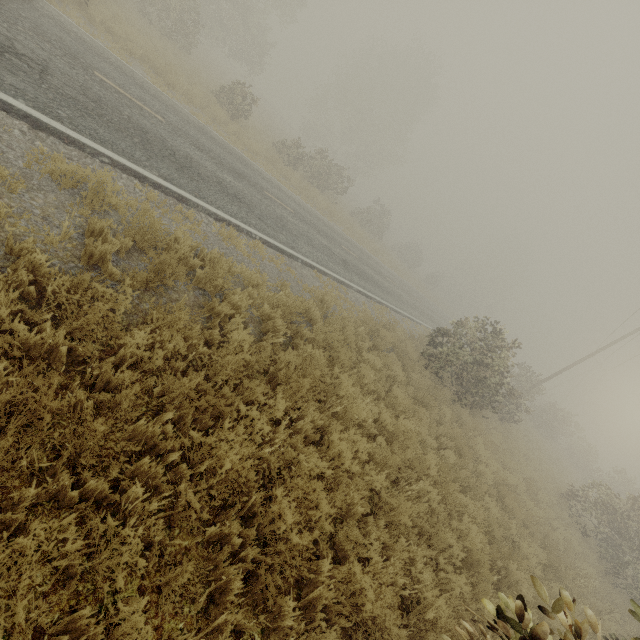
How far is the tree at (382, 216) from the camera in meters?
32.4 m

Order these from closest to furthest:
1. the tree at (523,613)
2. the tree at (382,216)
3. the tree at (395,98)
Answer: the tree at (523,613) → the tree at (395,98) → the tree at (382,216)

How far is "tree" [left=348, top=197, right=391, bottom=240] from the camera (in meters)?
32.38

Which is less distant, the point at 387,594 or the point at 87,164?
the point at 387,594

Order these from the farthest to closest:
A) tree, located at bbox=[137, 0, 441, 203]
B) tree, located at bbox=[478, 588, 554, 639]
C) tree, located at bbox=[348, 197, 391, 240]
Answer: tree, located at bbox=[348, 197, 391, 240] → tree, located at bbox=[137, 0, 441, 203] → tree, located at bbox=[478, 588, 554, 639]

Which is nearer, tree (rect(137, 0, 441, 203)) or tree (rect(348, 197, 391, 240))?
tree (rect(137, 0, 441, 203))
